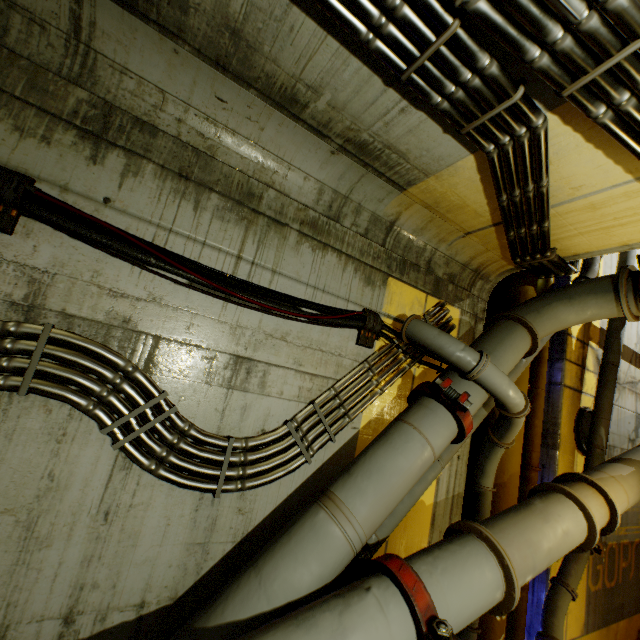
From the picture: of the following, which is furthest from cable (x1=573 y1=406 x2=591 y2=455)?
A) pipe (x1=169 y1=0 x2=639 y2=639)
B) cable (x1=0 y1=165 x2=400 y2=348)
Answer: cable (x1=0 y1=165 x2=400 y2=348)

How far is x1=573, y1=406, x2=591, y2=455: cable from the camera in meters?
5.7

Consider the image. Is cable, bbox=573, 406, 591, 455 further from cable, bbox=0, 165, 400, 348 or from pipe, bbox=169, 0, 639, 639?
cable, bbox=0, 165, 400, 348

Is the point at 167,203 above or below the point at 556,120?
below

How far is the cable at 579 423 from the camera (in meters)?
5.68

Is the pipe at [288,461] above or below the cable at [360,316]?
below
